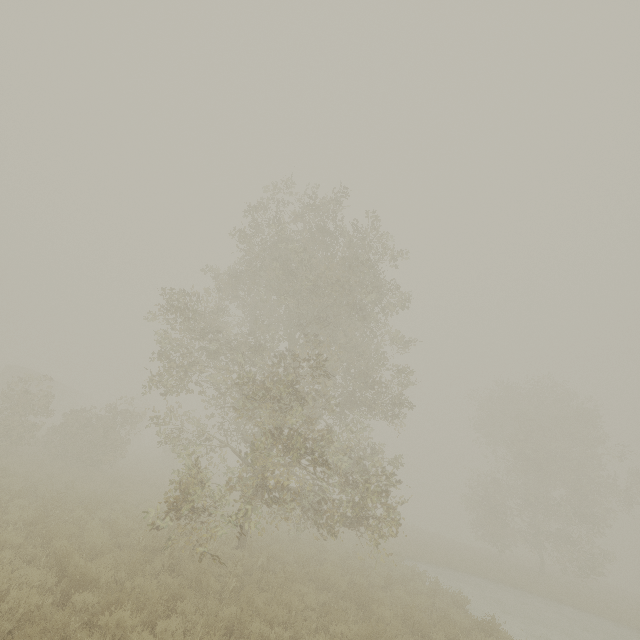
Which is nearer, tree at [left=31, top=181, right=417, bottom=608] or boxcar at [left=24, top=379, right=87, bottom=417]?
tree at [left=31, top=181, right=417, bottom=608]

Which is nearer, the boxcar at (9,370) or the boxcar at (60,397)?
the boxcar at (9,370)

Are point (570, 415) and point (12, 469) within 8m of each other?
no

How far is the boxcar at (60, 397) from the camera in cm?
3528

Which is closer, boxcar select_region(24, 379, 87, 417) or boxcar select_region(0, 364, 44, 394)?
boxcar select_region(0, 364, 44, 394)

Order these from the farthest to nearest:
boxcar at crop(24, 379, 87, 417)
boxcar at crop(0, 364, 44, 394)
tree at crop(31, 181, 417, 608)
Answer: boxcar at crop(24, 379, 87, 417) < boxcar at crop(0, 364, 44, 394) < tree at crop(31, 181, 417, 608)

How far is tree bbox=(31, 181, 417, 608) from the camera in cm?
922
